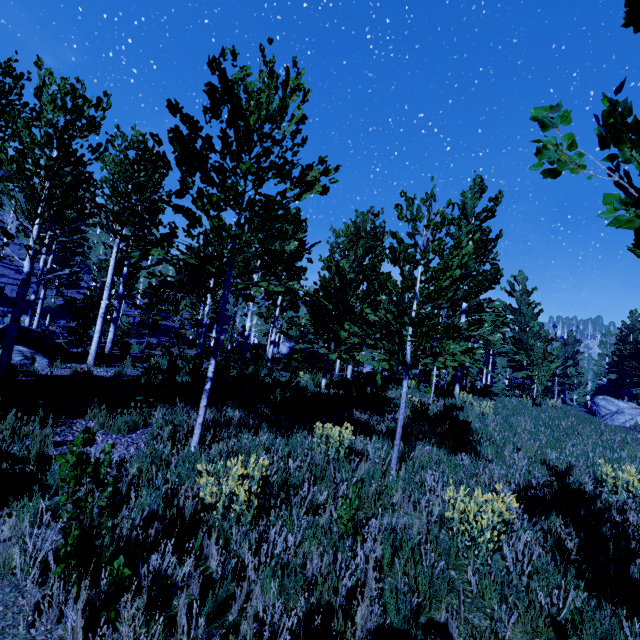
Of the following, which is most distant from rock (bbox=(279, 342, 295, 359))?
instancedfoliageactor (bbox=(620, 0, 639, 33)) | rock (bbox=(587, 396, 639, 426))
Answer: rock (bbox=(587, 396, 639, 426))

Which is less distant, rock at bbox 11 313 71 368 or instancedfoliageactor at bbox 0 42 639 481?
instancedfoliageactor at bbox 0 42 639 481

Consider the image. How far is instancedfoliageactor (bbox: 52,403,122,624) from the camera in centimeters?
221cm

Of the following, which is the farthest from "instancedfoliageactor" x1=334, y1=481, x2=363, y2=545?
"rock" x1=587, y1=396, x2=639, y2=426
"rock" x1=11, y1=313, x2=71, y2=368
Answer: "rock" x1=587, y1=396, x2=639, y2=426

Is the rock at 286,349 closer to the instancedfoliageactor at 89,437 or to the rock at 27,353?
the instancedfoliageactor at 89,437

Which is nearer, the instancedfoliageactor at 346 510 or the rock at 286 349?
the instancedfoliageactor at 346 510

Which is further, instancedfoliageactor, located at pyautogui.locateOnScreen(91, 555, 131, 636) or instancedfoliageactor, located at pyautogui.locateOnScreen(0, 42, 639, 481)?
instancedfoliageactor, located at pyautogui.locateOnScreen(0, 42, 639, 481)

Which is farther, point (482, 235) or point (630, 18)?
point (482, 235)
